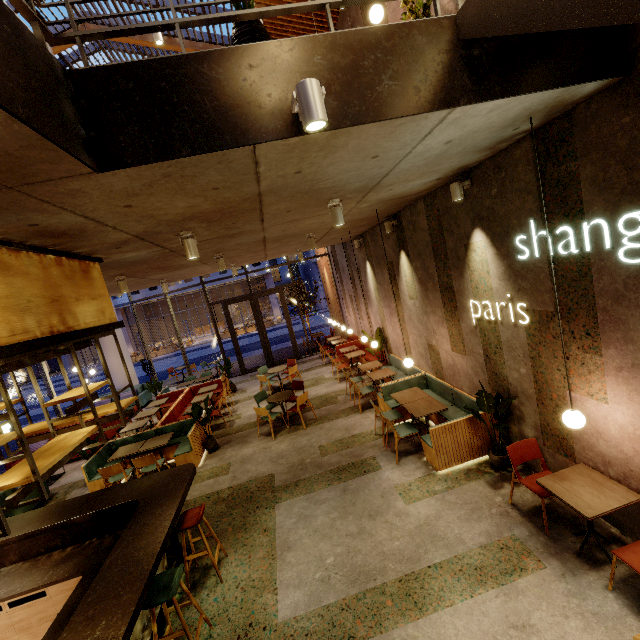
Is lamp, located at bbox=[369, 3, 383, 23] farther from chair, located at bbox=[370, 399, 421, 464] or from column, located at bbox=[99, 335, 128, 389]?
column, located at bbox=[99, 335, 128, 389]

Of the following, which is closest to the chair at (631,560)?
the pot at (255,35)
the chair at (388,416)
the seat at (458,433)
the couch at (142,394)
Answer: the seat at (458,433)

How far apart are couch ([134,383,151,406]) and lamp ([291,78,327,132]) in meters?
14.4 m

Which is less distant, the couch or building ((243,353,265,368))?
the couch

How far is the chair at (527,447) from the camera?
3.9m

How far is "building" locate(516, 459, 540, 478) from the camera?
4.74m

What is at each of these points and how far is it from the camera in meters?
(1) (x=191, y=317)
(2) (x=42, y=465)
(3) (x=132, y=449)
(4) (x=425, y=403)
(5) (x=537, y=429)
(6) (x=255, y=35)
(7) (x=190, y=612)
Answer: (1) building, 45.1
(2) bar shelf, 2.8
(3) table, 7.5
(4) table, 6.3
(5) building, 4.6
(6) pot, 2.3
(7) building, 4.0

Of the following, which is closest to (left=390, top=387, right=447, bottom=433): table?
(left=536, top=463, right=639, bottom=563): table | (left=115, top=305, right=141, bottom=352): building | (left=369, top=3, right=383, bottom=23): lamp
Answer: (left=536, top=463, right=639, bottom=563): table
